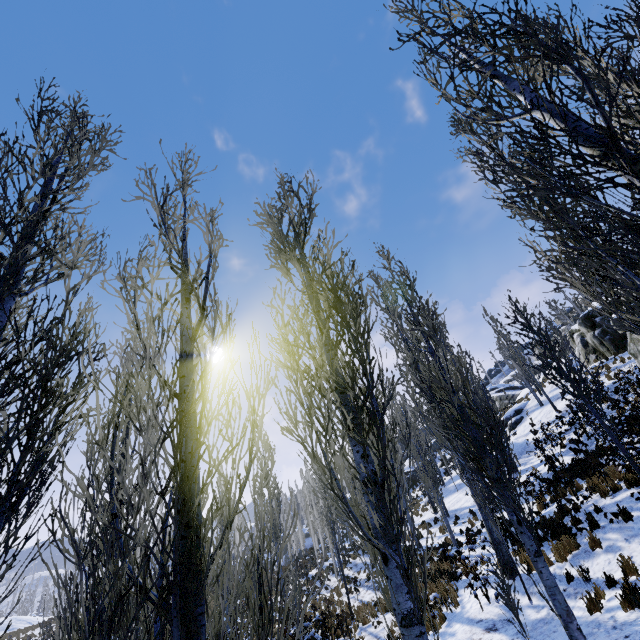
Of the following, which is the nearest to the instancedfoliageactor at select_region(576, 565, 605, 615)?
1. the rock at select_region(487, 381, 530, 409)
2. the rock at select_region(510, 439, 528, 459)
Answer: the rock at select_region(510, 439, 528, 459)

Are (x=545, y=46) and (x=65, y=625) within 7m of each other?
yes

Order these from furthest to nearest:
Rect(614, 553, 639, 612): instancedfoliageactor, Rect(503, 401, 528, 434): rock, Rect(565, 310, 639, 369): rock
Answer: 1. Rect(503, 401, 528, 434): rock
2. Rect(565, 310, 639, 369): rock
3. Rect(614, 553, 639, 612): instancedfoliageactor

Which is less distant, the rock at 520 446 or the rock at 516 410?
the rock at 520 446

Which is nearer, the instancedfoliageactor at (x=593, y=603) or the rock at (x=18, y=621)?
the instancedfoliageactor at (x=593, y=603)

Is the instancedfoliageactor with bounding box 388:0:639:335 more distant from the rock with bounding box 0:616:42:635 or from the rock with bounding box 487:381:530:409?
the rock with bounding box 0:616:42:635

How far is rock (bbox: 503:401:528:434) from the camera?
28.28m

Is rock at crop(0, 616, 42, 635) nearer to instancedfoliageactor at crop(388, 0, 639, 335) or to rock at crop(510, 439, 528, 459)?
instancedfoliageactor at crop(388, 0, 639, 335)
